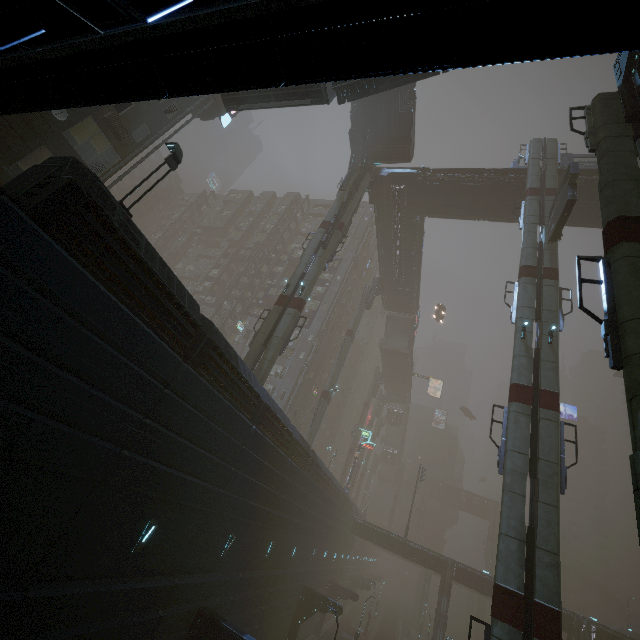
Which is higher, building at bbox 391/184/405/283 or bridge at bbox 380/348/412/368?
building at bbox 391/184/405/283

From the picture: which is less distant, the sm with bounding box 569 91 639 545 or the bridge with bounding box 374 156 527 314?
the sm with bounding box 569 91 639 545

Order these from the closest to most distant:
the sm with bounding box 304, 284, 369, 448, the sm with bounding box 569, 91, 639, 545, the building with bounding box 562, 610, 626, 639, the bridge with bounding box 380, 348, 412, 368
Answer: the sm with bounding box 569, 91, 639, 545
the building with bounding box 562, 610, 626, 639
the sm with bounding box 304, 284, 369, 448
the bridge with bounding box 380, 348, 412, 368

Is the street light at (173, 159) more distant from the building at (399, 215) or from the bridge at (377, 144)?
the building at (399, 215)

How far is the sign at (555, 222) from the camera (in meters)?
19.33

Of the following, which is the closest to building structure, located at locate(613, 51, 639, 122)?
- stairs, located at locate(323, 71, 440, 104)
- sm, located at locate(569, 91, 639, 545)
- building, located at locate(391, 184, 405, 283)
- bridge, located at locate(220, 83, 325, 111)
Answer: sm, located at locate(569, 91, 639, 545)

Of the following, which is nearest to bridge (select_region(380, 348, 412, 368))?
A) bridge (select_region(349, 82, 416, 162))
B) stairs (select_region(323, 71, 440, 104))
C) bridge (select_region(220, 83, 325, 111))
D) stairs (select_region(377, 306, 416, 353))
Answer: stairs (select_region(377, 306, 416, 353))

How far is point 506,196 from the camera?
31.2 meters
